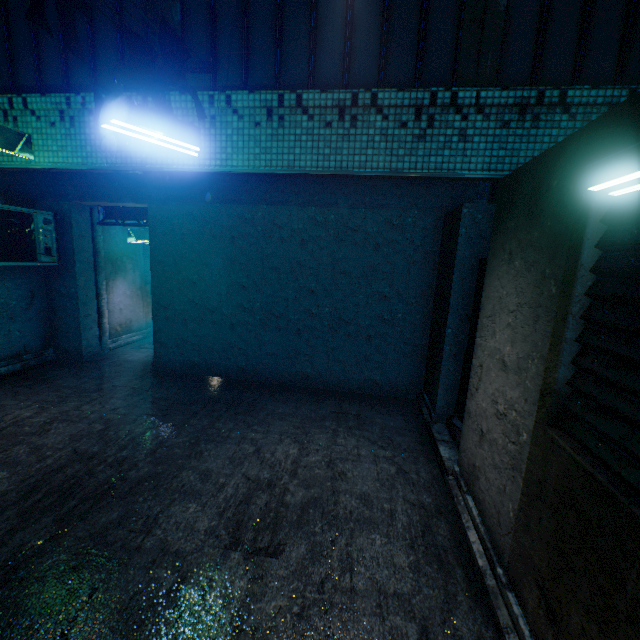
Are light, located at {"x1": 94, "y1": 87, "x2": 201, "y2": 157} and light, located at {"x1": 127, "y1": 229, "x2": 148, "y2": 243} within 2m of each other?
no

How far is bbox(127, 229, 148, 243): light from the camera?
7.3 meters

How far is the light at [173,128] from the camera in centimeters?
279cm

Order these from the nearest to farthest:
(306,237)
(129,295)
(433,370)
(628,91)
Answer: (628,91), (433,370), (306,237), (129,295)

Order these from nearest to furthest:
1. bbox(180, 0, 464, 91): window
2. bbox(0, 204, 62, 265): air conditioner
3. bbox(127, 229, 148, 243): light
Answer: bbox(180, 0, 464, 91): window < bbox(0, 204, 62, 265): air conditioner < bbox(127, 229, 148, 243): light

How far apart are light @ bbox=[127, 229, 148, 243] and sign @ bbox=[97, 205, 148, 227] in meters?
0.8

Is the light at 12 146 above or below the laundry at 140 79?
below

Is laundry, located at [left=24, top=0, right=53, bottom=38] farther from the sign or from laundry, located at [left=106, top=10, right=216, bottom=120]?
the sign
